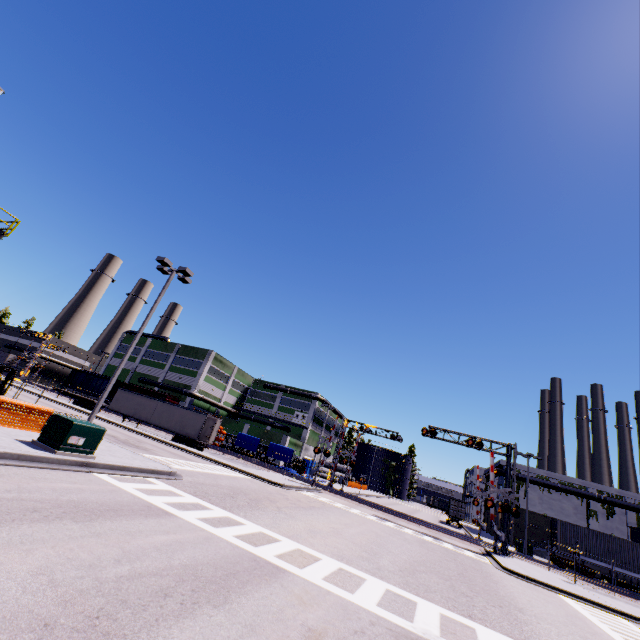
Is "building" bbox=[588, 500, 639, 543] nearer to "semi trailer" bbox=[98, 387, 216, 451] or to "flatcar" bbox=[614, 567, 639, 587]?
"semi trailer" bbox=[98, 387, 216, 451]

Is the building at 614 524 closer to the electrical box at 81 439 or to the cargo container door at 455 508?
the cargo container door at 455 508

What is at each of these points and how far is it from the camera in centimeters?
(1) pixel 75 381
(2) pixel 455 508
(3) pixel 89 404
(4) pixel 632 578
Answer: (1) cargo car, 5891cm
(2) cargo container door, 4750cm
(3) semi trailer, 4341cm
(4) flatcar, 2733cm

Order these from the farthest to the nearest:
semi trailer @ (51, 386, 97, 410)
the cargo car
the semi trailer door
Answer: the cargo car, semi trailer @ (51, 386, 97, 410), the semi trailer door

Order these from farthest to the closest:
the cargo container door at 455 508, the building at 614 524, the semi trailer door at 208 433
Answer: the cargo container door at 455 508 < the building at 614 524 < the semi trailer door at 208 433

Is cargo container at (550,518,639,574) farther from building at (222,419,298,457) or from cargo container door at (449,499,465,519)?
building at (222,419,298,457)

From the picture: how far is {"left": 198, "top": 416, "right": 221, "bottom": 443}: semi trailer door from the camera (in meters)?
33.81

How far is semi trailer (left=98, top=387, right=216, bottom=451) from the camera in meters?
34.1 m
